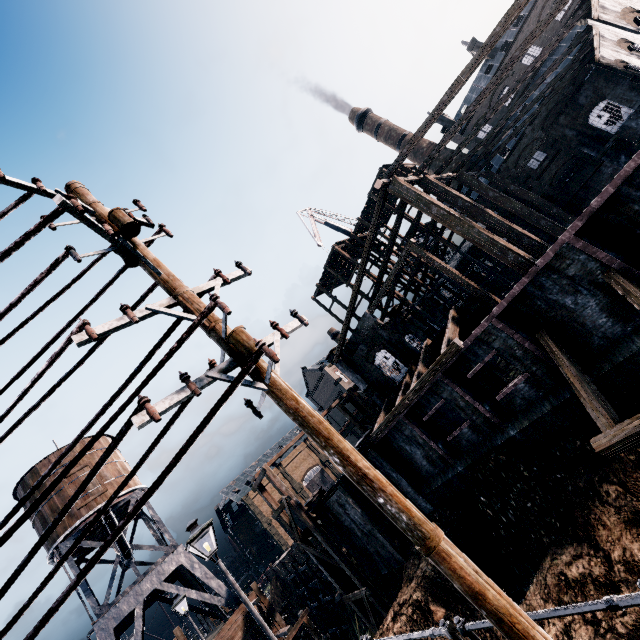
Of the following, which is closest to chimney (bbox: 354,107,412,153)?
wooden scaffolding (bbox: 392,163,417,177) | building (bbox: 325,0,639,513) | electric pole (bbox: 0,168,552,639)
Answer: building (bbox: 325,0,639,513)

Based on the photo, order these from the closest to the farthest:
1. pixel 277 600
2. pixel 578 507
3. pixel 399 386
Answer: pixel 578 507, pixel 399 386, pixel 277 600

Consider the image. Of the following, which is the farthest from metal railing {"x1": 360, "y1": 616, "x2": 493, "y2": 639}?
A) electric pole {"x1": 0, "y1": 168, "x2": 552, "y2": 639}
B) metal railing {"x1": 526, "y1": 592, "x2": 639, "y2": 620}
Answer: electric pole {"x1": 0, "y1": 168, "x2": 552, "y2": 639}

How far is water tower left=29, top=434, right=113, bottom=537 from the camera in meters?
25.9

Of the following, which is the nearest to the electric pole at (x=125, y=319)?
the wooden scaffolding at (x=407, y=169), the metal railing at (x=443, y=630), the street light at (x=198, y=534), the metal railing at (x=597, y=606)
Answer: the metal railing at (x=597, y=606)

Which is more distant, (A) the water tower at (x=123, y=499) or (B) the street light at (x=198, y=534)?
(A) the water tower at (x=123, y=499)

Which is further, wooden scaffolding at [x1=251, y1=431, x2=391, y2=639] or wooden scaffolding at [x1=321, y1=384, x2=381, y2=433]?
wooden scaffolding at [x1=321, y1=384, x2=381, y2=433]

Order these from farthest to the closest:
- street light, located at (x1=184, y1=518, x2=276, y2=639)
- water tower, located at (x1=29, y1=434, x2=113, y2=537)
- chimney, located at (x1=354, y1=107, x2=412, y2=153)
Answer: chimney, located at (x1=354, y1=107, x2=412, y2=153) < water tower, located at (x1=29, y1=434, x2=113, y2=537) < street light, located at (x1=184, y1=518, x2=276, y2=639)
